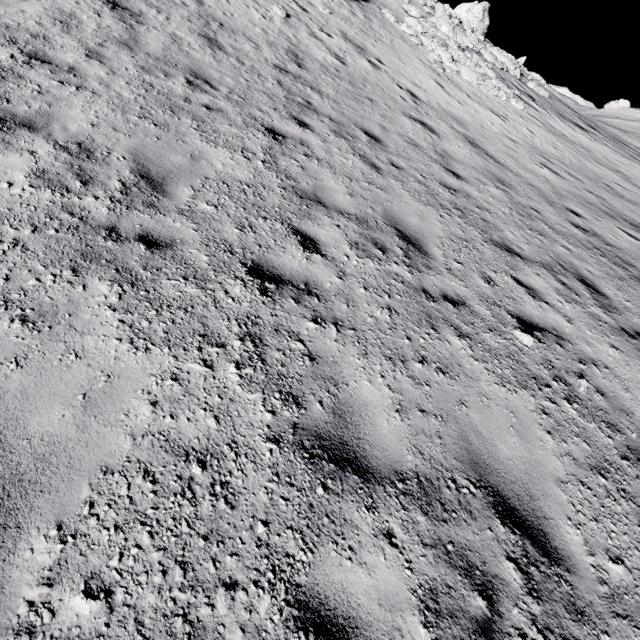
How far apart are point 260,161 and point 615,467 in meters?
6.6 m
